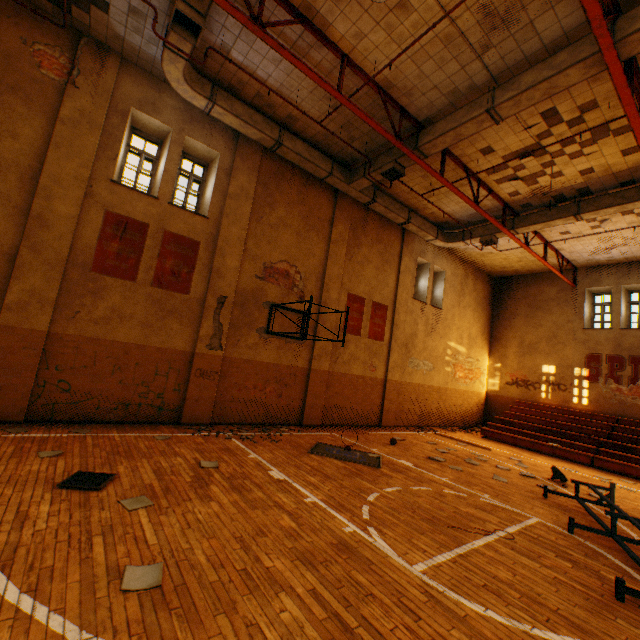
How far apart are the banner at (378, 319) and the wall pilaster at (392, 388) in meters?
0.3

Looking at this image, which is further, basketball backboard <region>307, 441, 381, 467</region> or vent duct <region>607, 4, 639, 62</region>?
basketball backboard <region>307, 441, 381, 467</region>

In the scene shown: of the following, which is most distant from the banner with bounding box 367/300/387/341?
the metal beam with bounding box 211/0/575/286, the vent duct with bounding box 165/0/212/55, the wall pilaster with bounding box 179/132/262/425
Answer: the wall pilaster with bounding box 179/132/262/425

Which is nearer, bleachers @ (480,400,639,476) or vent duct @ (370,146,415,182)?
vent duct @ (370,146,415,182)

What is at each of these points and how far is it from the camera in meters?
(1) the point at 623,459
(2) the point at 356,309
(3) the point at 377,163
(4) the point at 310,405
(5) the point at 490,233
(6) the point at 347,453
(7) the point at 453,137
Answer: (1) bleachers, 11.4 m
(2) banner, 12.7 m
(3) vent duct, 9.9 m
(4) wall pilaster, 11.2 m
(5) vent duct, 12.9 m
(6) basketball backboard, 8.3 m
(7) vent duct, 8.1 m

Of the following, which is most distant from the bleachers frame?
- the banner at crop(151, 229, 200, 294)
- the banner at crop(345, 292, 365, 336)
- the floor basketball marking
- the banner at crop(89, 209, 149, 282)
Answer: the banner at crop(89, 209, 149, 282)

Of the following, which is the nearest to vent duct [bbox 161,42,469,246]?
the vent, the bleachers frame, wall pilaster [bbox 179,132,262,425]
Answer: wall pilaster [bbox 179,132,262,425]

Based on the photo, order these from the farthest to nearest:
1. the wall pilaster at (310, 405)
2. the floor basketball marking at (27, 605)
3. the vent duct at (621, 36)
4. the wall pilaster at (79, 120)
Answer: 1. the wall pilaster at (310, 405)
2. the wall pilaster at (79, 120)
3. the vent duct at (621, 36)
4. the floor basketball marking at (27, 605)
